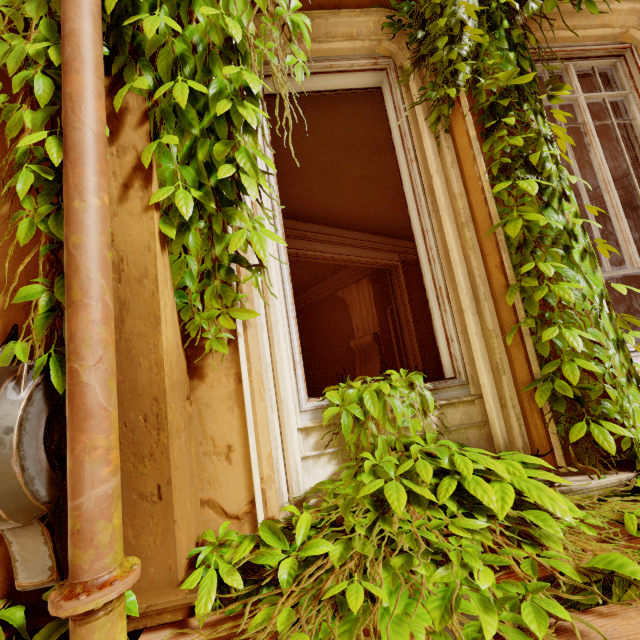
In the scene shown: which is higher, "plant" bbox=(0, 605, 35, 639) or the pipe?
the pipe

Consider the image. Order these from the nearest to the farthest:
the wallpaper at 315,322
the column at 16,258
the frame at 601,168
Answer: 1. the column at 16,258
2. the frame at 601,168
3. the wallpaper at 315,322

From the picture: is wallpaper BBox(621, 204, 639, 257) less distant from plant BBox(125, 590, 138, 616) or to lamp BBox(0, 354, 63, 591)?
plant BBox(125, 590, 138, 616)

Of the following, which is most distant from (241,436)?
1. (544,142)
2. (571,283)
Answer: (544,142)

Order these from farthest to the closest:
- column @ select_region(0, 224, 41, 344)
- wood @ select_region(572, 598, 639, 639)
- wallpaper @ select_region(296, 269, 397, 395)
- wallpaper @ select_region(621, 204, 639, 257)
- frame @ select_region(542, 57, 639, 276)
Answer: wallpaper @ select_region(296, 269, 397, 395), wallpaper @ select_region(621, 204, 639, 257), frame @ select_region(542, 57, 639, 276), column @ select_region(0, 224, 41, 344), wood @ select_region(572, 598, 639, 639)

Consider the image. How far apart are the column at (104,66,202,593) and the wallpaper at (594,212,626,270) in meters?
8.5

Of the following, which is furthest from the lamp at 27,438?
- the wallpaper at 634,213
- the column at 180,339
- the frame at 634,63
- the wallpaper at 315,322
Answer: the wallpaper at 634,213

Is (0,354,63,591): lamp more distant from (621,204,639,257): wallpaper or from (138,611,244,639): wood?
(621,204,639,257): wallpaper
